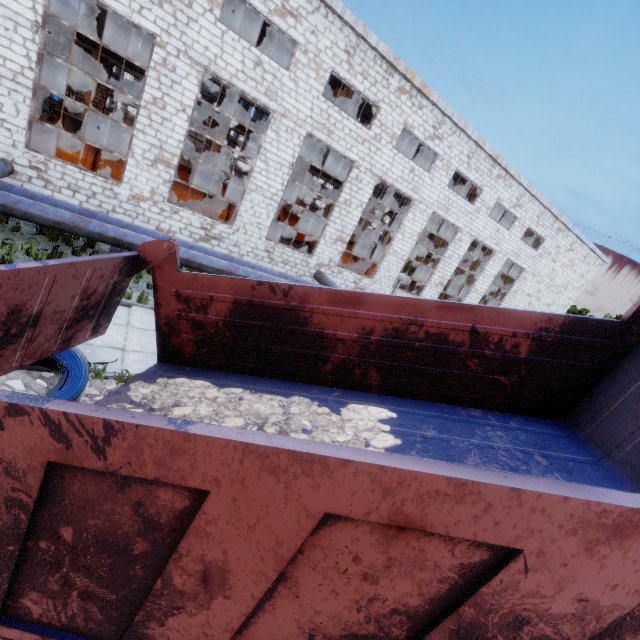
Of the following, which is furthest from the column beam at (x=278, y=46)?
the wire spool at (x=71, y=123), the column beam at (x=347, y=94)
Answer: the wire spool at (x=71, y=123)

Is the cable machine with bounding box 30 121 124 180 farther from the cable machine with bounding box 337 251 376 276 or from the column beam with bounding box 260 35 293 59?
the column beam with bounding box 260 35 293 59

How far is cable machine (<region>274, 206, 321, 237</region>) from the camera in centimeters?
2969cm

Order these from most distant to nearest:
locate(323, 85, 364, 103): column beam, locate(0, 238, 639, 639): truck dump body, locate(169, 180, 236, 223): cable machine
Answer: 1. locate(323, 85, 364, 103): column beam
2. locate(169, 180, 236, 223): cable machine
3. locate(0, 238, 639, 639): truck dump body

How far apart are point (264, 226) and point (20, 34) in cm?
952

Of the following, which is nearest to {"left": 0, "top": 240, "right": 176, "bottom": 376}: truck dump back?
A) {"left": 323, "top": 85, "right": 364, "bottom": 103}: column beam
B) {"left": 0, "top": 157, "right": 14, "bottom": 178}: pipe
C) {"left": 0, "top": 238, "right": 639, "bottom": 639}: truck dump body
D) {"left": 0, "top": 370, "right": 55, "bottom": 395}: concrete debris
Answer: {"left": 0, "top": 238, "right": 639, "bottom": 639}: truck dump body

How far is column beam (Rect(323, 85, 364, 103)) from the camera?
18.6 meters

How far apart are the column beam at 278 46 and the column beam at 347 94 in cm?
400
